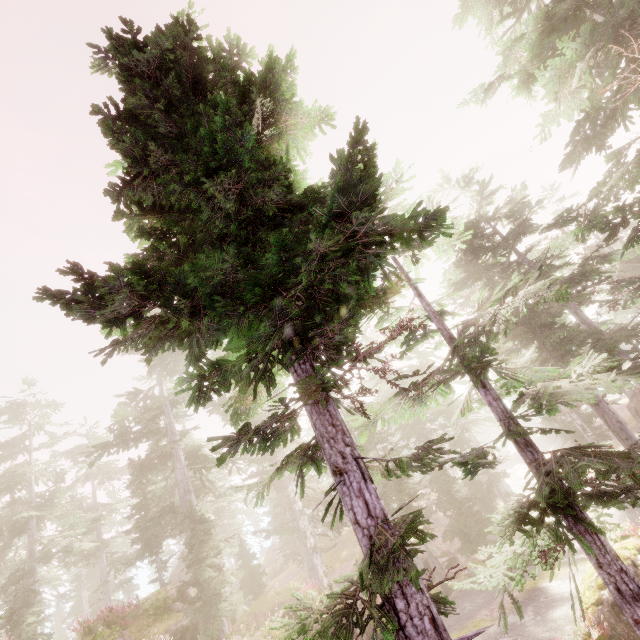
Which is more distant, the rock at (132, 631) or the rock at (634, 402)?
the rock at (634, 402)

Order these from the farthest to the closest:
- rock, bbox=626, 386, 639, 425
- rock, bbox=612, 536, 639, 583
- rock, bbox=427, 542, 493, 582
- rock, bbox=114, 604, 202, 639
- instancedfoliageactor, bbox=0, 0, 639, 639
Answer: rock, bbox=626, 386, 639, 425
rock, bbox=427, 542, 493, 582
rock, bbox=114, 604, 202, 639
rock, bbox=612, 536, 639, 583
instancedfoliageactor, bbox=0, 0, 639, 639

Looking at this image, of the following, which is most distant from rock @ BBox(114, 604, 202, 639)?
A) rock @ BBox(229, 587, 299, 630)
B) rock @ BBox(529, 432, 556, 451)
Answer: rock @ BBox(529, 432, 556, 451)

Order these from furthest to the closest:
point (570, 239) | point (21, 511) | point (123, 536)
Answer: point (123, 536) < point (21, 511) < point (570, 239)

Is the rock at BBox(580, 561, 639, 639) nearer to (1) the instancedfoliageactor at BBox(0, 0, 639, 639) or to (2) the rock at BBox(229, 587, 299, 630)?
(1) the instancedfoliageactor at BBox(0, 0, 639, 639)

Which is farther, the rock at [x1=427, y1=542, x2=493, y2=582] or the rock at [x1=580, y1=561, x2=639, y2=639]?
the rock at [x1=427, y1=542, x2=493, y2=582]

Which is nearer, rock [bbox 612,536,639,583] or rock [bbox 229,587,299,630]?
rock [bbox 612,536,639,583]

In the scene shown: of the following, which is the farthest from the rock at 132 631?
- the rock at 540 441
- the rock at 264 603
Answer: the rock at 540 441
